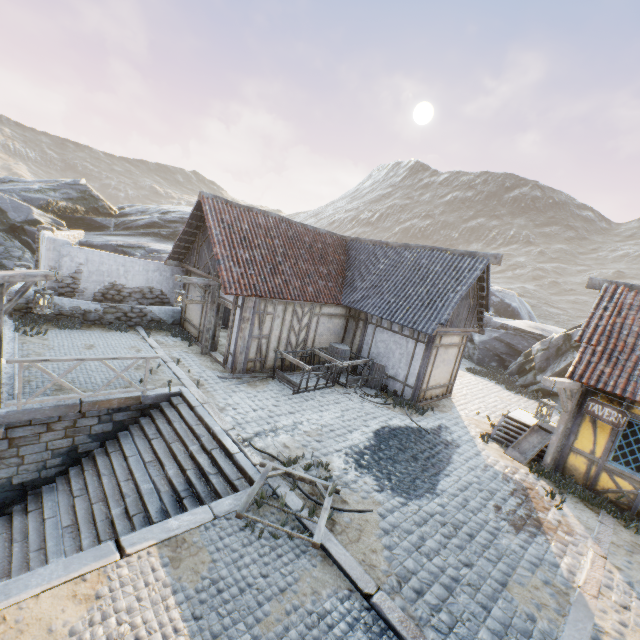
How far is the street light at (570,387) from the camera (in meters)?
8.26

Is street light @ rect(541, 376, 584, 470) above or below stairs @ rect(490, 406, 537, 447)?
above

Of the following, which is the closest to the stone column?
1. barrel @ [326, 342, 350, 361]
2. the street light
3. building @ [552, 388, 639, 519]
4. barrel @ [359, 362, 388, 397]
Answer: barrel @ [326, 342, 350, 361]

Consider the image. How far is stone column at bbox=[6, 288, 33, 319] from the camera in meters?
11.8

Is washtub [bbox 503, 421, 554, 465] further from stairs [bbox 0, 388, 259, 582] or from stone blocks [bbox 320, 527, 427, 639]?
stairs [bbox 0, 388, 259, 582]

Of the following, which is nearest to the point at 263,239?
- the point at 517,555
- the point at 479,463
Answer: the point at 479,463

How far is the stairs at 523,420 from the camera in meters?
10.6

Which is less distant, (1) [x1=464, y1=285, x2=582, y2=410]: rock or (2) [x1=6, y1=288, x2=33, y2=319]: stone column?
(2) [x1=6, y1=288, x2=33, y2=319]: stone column
